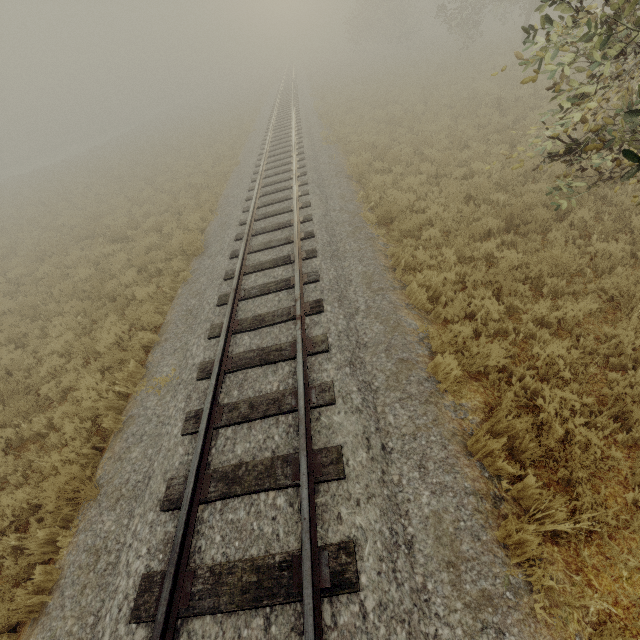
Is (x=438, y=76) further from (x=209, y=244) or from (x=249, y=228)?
(x=209, y=244)
